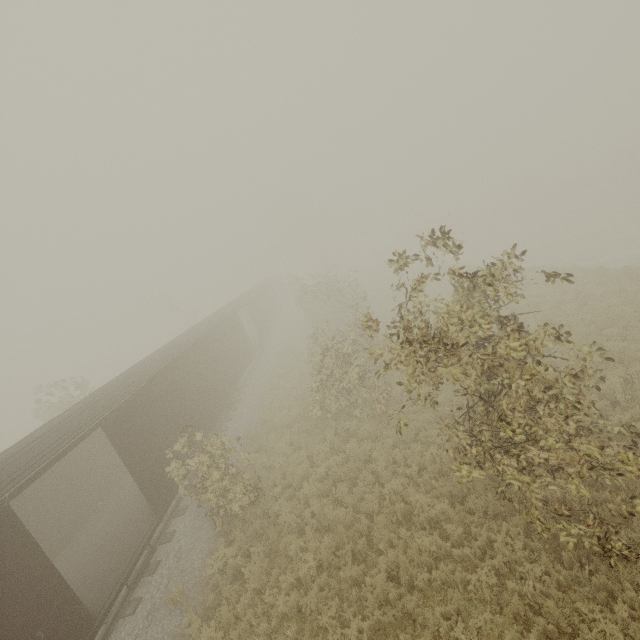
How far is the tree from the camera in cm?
525

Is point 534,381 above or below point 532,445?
above

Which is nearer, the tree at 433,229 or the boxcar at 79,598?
the tree at 433,229

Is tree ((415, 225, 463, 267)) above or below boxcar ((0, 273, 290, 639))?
above

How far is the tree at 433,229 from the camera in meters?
5.2 m

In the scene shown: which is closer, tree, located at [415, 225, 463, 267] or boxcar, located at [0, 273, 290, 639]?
tree, located at [415, 225, 463, 267]
